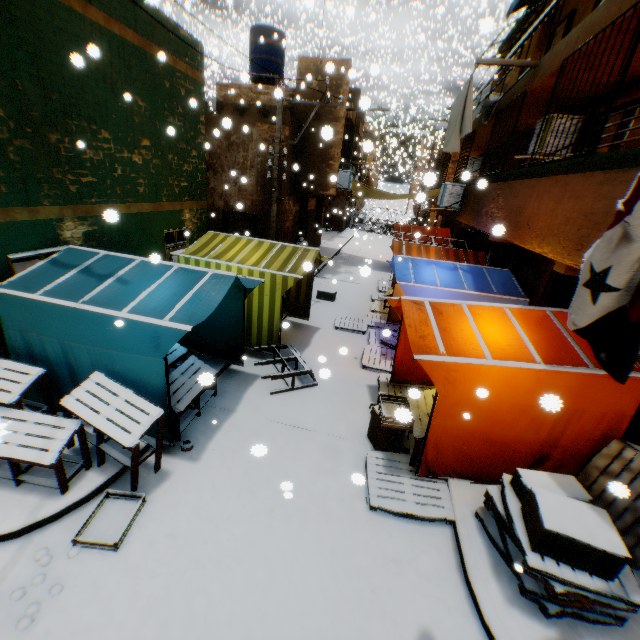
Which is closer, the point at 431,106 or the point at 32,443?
the point at 32,443

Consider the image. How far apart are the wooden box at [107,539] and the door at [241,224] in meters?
10.6 m

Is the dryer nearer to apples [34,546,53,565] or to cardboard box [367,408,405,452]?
cardboard box [367,408,405,452]

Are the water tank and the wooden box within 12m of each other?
no

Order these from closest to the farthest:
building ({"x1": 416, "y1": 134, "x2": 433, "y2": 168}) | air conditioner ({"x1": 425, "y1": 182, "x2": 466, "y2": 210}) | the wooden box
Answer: the wooden box < air conditioner ({"x1": 425, "y1": 182, "x2": 466, "y2": 210}) < building ({"x1": 416, "y1": 134, "x2": 433, "y2": 168})

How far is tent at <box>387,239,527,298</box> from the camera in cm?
790

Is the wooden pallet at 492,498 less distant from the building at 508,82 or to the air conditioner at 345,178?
the building at 508,82

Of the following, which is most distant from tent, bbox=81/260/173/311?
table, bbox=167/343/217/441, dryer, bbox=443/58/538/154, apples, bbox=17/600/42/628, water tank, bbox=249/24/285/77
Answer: water tank, bbox=249/24/285/77
